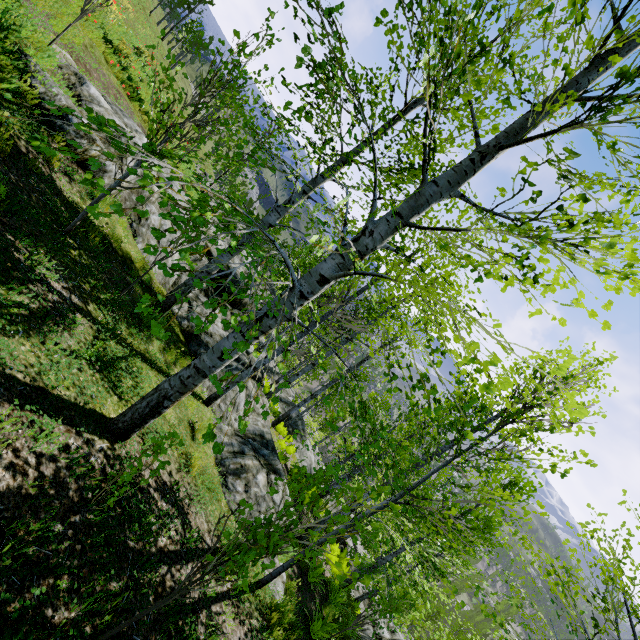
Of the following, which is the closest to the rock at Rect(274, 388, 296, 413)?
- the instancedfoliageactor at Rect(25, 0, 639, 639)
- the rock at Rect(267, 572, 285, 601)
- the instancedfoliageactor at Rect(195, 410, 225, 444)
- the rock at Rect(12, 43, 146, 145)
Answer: the rock at Rect(267, 572, 285, 601)

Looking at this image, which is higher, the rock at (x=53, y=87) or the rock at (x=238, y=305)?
Answer: the rock at (x=53, y=87)

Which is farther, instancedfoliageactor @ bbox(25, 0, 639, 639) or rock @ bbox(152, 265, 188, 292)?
rock @ bbox(152, 265, 188, 292)

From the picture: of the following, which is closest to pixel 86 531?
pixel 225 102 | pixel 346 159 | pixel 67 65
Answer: pixel 346 159

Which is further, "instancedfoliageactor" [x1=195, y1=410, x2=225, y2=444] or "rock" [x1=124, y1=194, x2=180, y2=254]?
"rock" [x1=124, y1=194, x2=180, y2=254]

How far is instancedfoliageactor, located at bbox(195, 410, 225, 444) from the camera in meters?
1.9 m

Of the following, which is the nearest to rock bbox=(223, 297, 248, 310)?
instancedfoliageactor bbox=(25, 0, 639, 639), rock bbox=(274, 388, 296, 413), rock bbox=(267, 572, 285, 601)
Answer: rock bbox=(267, 572, 285, 601)

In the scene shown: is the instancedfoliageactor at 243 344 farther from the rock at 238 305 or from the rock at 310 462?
the rock at 310 462
